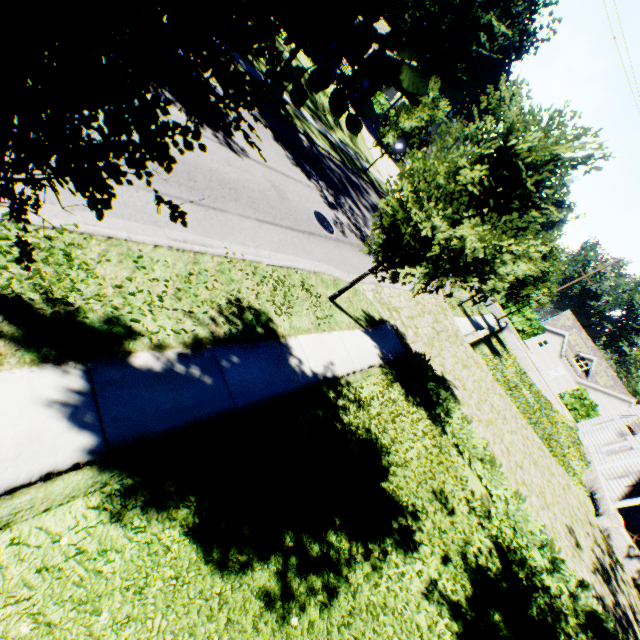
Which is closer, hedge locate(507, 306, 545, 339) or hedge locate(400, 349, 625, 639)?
hedge locate(400, 349, 625, 639)

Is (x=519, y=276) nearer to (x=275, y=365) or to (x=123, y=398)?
(x=275, y=365)

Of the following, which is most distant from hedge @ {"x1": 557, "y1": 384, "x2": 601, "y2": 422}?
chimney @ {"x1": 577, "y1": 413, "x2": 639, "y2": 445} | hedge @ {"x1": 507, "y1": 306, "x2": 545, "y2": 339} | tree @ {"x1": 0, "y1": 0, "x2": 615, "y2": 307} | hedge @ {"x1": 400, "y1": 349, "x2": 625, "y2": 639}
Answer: hedge @ {"x1": 400, "y1": 349, "x2": 625, "y2": 639}

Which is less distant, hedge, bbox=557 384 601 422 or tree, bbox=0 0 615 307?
tree, bbox=0 0 615 307

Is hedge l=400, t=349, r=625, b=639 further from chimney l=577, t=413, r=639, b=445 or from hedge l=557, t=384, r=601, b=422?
hedge l=557, t=384, r=601, b=422

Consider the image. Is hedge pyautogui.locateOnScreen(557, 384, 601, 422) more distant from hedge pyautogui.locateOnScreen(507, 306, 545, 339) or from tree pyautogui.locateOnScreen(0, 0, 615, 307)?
tree pyautogui.locateOnScreen(0, 0, 615, 307)

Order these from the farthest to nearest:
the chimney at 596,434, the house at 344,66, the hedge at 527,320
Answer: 1. the hedge at 527,320
2. the house at 344,66
3. the chimney at 596,434

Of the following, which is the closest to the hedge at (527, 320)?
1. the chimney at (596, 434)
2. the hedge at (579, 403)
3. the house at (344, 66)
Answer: the hedge at (579, 403)
